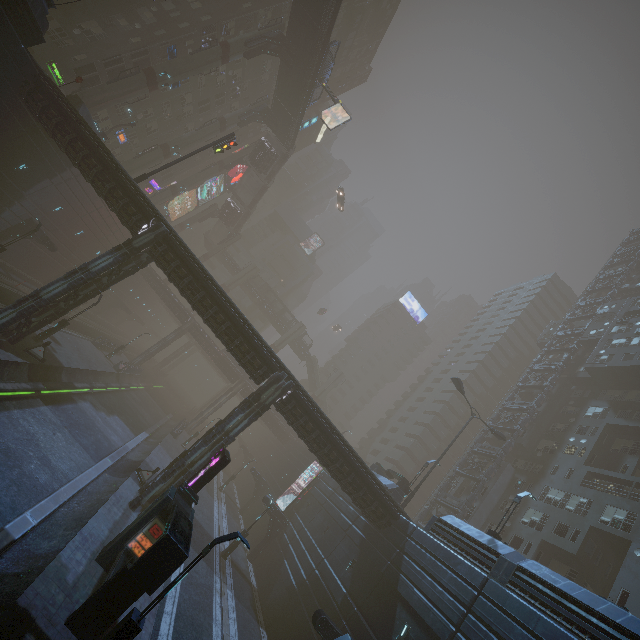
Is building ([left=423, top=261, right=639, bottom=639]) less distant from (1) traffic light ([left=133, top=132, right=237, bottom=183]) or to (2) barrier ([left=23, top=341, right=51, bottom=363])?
(1) traffic light ([left=133, top=132, right=237, bottom=183])

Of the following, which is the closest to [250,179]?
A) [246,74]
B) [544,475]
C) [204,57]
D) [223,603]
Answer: [246,74]

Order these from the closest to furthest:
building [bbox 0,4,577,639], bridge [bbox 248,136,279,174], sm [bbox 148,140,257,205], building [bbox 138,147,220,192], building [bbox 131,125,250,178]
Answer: building [bbox 0,4,577,639] → sm [bbox 148,140,257,205] → bridge [bbox 248,136,279,174] → building [bbox 131,125,250,178] → building [bbox 138,147,220,192]

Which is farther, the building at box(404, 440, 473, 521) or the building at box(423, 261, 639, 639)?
the building at box(404, 440, 473, 521)

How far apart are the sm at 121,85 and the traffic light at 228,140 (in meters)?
11.81

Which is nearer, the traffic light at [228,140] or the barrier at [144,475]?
the barrier at [144,475]

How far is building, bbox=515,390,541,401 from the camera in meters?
43.6

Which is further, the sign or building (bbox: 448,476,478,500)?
building (bbox: 448,476,478,500)
